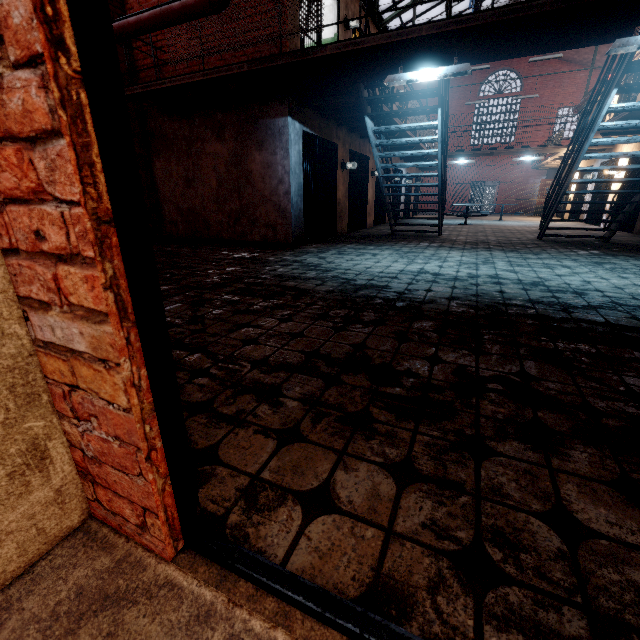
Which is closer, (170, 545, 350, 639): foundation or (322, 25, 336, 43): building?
(170, 545, 350, 639): foundation

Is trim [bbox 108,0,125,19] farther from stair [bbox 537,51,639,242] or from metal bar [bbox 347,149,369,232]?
stair [bbox 537,51,639,242]

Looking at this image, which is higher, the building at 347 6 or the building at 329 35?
the building at 347 6

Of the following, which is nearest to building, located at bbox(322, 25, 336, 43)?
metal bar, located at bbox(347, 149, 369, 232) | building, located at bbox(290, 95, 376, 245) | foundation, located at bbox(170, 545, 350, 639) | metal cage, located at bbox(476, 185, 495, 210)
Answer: building, located at bbox(290, 95, 376, 245)

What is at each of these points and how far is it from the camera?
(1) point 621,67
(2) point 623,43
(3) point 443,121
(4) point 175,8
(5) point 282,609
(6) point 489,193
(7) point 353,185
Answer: (1) stair, 4.6 meters
(2) ceiling light, 3.6 meters
(3) stair, 6.3 meters
(4) pipe, 4.0 meters
(5) foundation, 0.8 meters
(6) metal cage, 30.6 meters
(7) metal bar, 10.2 meters

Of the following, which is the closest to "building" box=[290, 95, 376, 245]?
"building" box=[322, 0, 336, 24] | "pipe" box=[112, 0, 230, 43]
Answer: "building" box=[322, 0, 336, 24]

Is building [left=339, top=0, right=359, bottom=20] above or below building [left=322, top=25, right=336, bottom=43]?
above

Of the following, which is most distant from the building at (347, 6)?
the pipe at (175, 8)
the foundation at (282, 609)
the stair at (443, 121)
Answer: the foundation at (282, 609)
